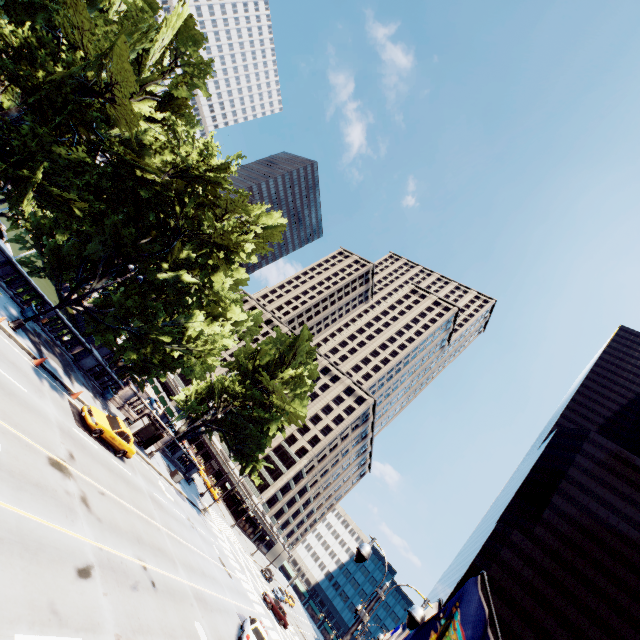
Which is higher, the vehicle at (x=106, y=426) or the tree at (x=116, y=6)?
the tree at (x=116, y=6)

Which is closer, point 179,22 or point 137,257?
point 179,22

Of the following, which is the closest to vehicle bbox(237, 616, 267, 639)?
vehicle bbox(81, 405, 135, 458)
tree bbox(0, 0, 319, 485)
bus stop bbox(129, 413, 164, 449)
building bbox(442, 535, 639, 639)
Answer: tree bbox(0, 0, 319, 485)

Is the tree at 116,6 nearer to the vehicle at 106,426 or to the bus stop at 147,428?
the bus stop at 147,428

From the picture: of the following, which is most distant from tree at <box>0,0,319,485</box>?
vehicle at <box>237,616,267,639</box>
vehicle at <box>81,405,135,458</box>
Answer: vehicle at <box>237,616,267,639</box>

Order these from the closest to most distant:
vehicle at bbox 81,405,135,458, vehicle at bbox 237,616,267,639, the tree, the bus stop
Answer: the tree < vehicle at bbox 81,405,135,458 < vehicle at bbox 237,616,267,639 < the bus stop

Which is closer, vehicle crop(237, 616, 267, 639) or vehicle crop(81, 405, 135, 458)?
vehicle crop(81, 405, 135, 458)

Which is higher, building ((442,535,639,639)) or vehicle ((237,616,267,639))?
building ((442,535,639,639))
